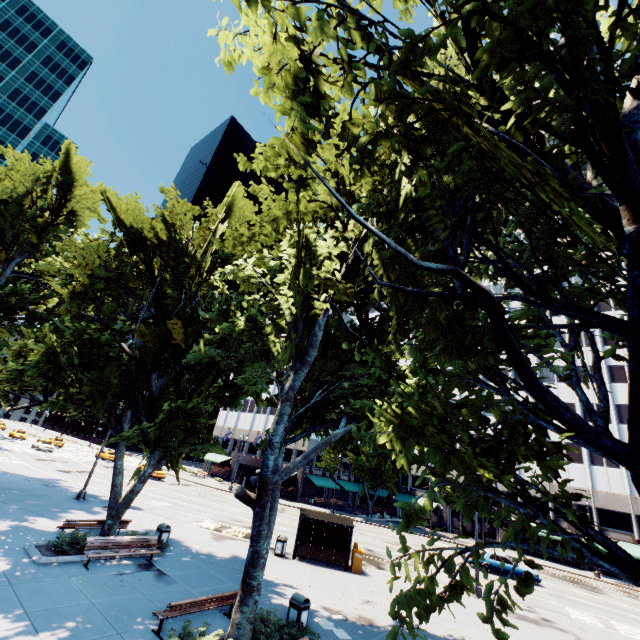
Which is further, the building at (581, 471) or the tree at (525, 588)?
the building at (581, 471)

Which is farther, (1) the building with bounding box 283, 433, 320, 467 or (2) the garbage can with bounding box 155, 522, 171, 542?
(1) the building with bounding box 283, 433, 320, 467

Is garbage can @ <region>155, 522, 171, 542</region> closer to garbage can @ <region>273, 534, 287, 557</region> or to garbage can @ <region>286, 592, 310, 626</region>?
garbage can @ <region>273, 534, 287, 557</region>

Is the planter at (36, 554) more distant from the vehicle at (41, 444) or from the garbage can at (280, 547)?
the vehicle at (41, 444)

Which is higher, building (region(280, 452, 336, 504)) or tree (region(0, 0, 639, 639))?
tree (region(0, 0, 639, 639))

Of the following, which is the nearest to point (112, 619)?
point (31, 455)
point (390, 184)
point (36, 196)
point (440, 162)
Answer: point (390, 184)

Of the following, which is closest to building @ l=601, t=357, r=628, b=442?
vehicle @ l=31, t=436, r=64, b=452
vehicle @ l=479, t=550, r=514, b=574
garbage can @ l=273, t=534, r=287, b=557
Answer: Result: vehicle @ l=479, t=550, r=514, b=574

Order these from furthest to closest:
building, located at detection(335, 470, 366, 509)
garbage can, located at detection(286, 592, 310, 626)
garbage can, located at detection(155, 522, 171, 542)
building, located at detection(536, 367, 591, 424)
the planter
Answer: building, located at detection(335, 470, 366, 509), building, located at detection(536, 367, 591, 424), garbage can, located at detection(155, 522, 171, 542), the planter, garbage can, located at detection(286, 592, 310, 626)
